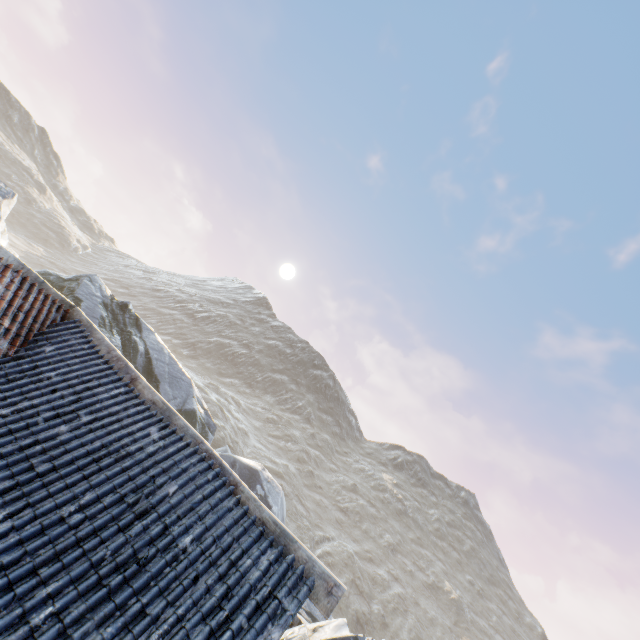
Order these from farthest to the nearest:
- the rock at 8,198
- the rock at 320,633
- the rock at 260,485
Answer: the rock at 260,485 → the rock at 8,198 → the rock at 320,633

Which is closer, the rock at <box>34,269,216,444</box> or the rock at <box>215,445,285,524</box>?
the rock at <box>34,269,216,444</box>

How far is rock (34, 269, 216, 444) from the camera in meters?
20.0

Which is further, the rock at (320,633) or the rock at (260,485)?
the rock at (260,485)

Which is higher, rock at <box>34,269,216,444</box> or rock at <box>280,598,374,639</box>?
rock at <box>34,269,216,444</box>

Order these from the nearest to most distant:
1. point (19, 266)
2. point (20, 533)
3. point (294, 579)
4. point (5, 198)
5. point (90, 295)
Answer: point (20, 533), point (294, 579), point (19, 266), point (5, 198), point (90, 295)
